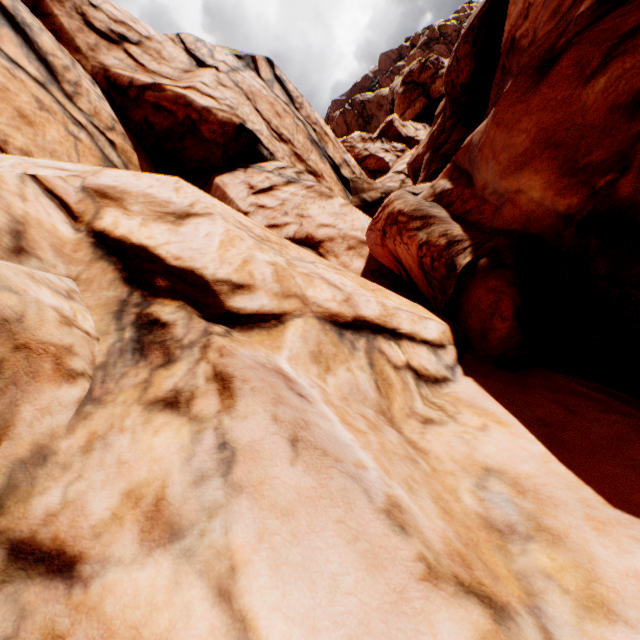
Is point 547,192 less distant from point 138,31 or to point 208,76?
point 208,76
